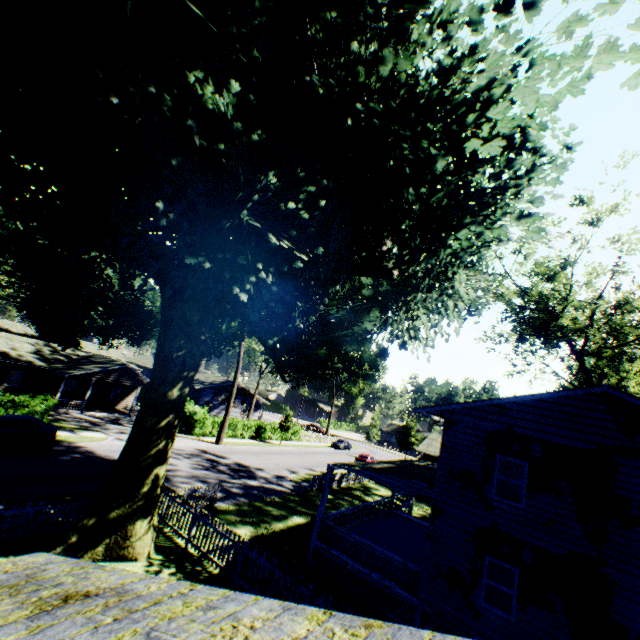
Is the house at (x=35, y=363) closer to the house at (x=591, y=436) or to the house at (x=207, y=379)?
the house at (x=207, y=379)

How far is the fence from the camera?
10.8m

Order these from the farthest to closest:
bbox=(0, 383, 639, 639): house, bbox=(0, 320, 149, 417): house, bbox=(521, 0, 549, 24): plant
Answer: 1. bbox=(0, 320, 149, 417): house
2. bbox=(521, 0, 549, 24): plant
3. bbox=(0, 383, 639, 639): house

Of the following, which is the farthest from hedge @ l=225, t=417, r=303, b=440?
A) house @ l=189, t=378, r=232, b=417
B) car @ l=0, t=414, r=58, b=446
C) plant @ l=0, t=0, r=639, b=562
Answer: house @ l=189, t=378, r=232, b=417

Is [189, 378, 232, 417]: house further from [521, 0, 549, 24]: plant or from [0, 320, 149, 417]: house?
[521, 0, 549, 24]: plant

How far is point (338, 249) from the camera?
14.7 meters

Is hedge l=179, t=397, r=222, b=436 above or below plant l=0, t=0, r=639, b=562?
below

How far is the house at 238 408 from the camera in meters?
52.5 m
